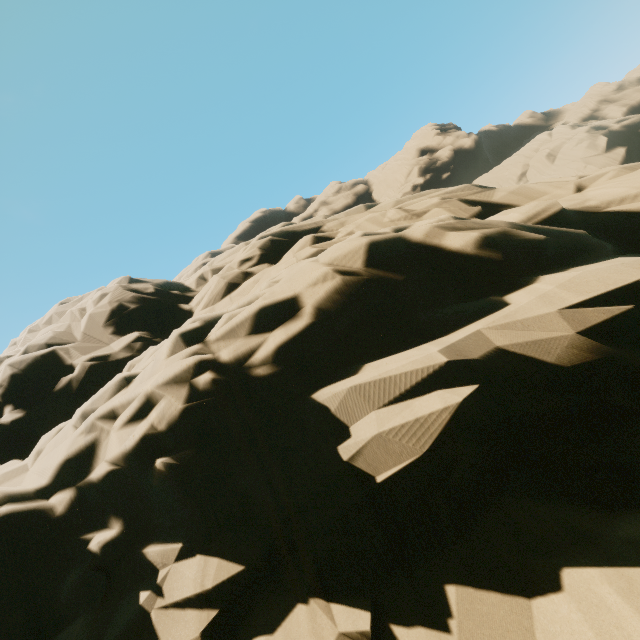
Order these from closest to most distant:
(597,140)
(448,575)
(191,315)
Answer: (448,575)
(191,315)
(597,140)
